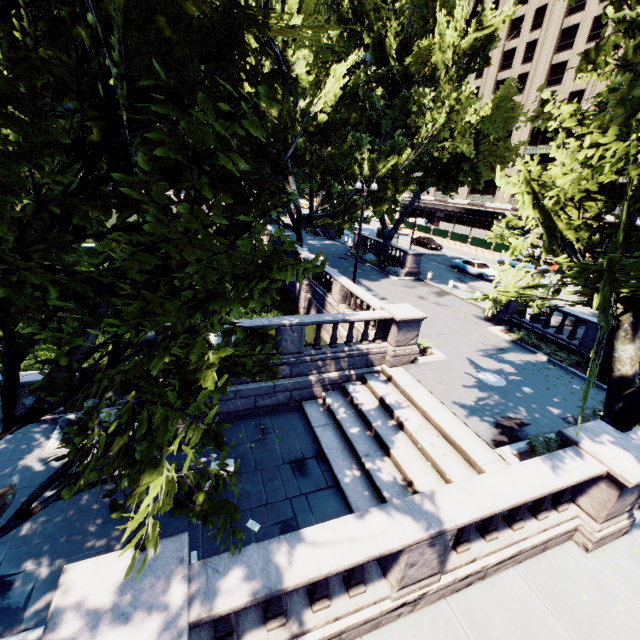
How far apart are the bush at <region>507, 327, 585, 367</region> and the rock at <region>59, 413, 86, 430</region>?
18.5m

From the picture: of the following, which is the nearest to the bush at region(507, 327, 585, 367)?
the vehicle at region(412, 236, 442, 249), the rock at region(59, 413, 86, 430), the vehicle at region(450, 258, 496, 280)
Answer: the vehicle at region(450, 258, 496, 280)

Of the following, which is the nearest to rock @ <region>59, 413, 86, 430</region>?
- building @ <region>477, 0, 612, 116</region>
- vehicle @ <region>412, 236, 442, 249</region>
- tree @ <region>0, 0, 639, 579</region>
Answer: tree @ <region>0, 0, 639, 579</region>

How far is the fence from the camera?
42.5m

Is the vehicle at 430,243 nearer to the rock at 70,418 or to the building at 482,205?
the building at 482,205

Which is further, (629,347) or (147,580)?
(629,347)

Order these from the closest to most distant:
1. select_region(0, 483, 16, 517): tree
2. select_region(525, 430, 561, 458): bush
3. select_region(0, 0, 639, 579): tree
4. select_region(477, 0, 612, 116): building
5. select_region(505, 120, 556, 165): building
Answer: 1. select_region(0, 0, 639, 579): tree
2. select_region(0, 483, 16, 517): tree
3. select_region(525, 430, 561, 458): bush
4. select_region(477, 0, 612, 116): building
5. select_region(505, 120, 556, 165): building

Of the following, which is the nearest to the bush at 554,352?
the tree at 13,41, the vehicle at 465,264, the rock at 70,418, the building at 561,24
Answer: the tree at 13,41
